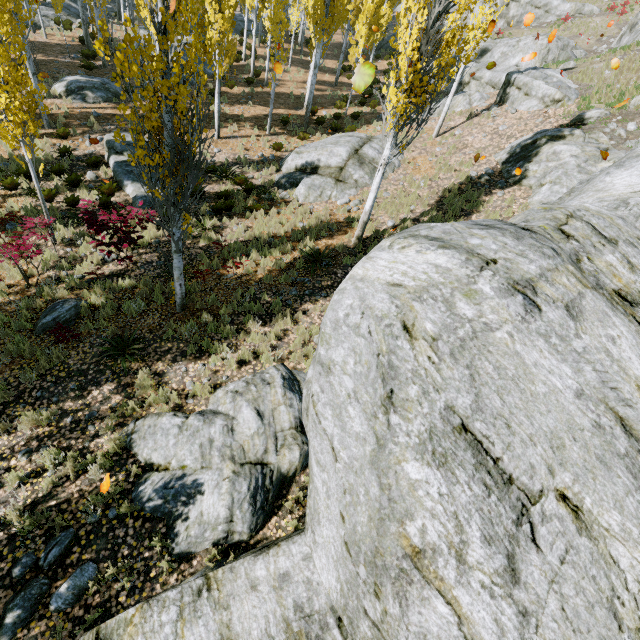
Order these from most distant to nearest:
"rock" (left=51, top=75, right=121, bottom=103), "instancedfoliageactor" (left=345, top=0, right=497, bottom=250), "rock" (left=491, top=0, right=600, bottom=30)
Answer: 1. "rock" (left=491, top=0, right=600, bottom=30)
2. "rock" (left=51, top=75, right=121, bottom=103)
3. "instancedfoliageactor" (left=345, top=0, right=497, bottom=250)

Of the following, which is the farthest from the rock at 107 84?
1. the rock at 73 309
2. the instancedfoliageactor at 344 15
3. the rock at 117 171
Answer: the rock at 73 309

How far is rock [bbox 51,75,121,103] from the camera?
16.9m

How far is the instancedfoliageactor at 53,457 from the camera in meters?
5.0

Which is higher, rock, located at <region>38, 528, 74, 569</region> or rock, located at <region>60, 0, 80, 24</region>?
rock, located at <region>60, 0, 80, 24</region>

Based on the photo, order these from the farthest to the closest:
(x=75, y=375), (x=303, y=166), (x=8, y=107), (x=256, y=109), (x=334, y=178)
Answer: (x=256, y=109) → (x=303, y=166) → (x=334, y=178) → (x=8, y=107) → (x=75, y=375)

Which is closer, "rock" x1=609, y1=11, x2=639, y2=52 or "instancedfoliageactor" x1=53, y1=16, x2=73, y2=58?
"rock" x1=609, y1=11, x2=639, y2=52

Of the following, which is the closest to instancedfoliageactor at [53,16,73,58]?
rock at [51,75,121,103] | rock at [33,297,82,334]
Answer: rock at [51,75,121,103]
